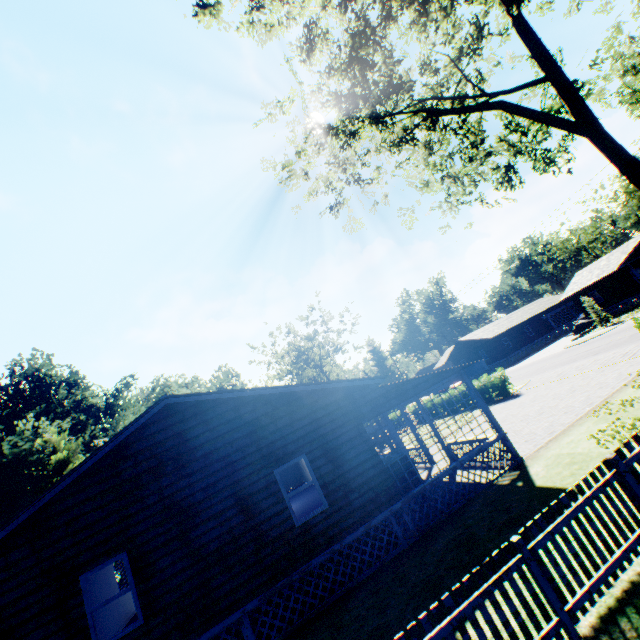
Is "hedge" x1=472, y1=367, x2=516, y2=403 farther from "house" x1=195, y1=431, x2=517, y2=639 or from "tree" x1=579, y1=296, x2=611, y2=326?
"tree" x1=579, y1=296, x2=611, y2=326

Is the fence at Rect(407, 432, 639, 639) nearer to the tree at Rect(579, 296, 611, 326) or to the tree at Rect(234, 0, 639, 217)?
the tree at Rect(234, 0, 639, 217)

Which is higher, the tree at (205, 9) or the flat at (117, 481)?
the tree at (205, 9)

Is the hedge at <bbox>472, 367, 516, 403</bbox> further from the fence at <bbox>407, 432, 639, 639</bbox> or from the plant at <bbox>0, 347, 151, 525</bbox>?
the plant at <bbox>0, 347, 151, 525</bbox>

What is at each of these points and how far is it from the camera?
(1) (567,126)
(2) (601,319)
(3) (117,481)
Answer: (1) tree, 11.5m
(2) tree, 32.0m
(3) flat, 8.5m

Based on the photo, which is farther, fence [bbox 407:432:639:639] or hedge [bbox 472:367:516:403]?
hedge [bbox 472:367:516:403]

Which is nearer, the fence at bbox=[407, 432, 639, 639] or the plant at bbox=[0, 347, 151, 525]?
the fence at bbox=[407, 432, 639, 639]

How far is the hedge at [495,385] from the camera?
23.28m
